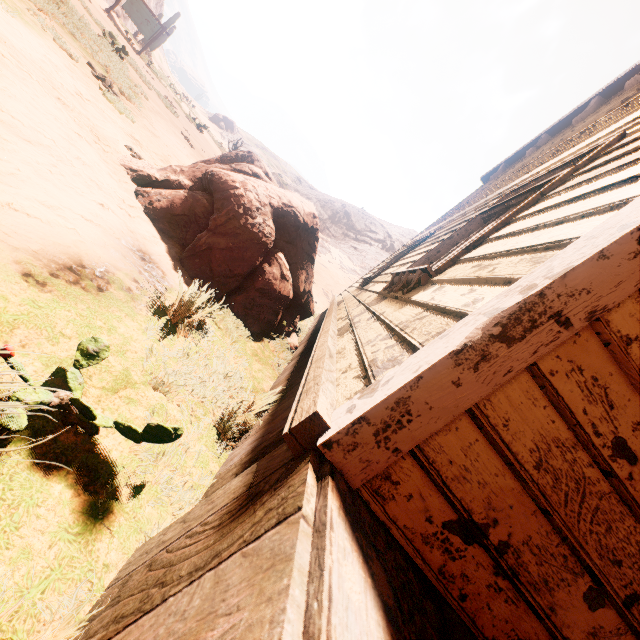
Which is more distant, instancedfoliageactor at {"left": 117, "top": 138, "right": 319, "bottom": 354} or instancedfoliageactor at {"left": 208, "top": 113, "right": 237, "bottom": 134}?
instancedfoliageactor at {"left": 208, "top": 113, "right": 237, "bottom": 134}

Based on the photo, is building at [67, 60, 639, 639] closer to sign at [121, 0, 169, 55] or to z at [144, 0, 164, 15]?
z at [144, 0, 164, 15]

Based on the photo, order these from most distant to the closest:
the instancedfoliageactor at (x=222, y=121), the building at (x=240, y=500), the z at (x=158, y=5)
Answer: the instancedfoliageactor at (x=222, y=121)
the z at (x=158, y=5)
the building at (x=240, y=500)

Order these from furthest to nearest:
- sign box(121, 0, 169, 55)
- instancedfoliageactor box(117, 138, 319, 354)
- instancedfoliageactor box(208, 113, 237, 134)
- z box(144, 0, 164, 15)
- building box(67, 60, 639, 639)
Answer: instancedfoliageactor box(208, 113, 237, 134) → z box(144, 0, 164, 15) → sign box(121, 0, 169, 55) → instancedfoliageactor box(117, 138, 319, 354) → building box(67, 60, 639, 639)

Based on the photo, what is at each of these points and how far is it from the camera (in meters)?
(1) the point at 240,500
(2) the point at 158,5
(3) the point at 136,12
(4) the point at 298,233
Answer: (1) building, 1.05
(2) z, 36.72
(3) sign, 18.61
(4) instancedfoliageactor, 4.64

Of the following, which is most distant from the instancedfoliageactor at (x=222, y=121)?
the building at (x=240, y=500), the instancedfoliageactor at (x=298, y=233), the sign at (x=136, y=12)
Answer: the instancedfoliageactor at (x=298, y=233)

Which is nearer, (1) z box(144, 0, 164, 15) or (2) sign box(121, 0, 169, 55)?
(2) sign box(121, 0, 169, 55)

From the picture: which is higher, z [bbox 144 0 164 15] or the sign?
z [bbox 144 0 164 15]
